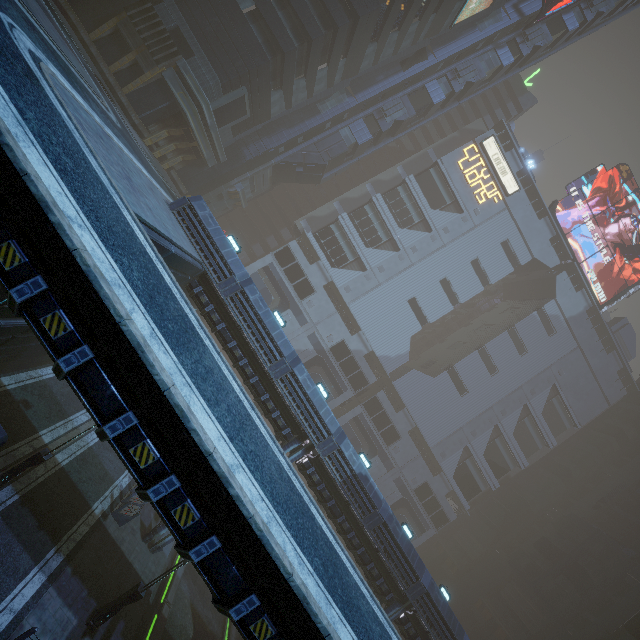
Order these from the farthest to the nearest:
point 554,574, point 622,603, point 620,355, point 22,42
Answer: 1. point 620,355
2. point 554,574
3. point 622,603
4. point 22,42

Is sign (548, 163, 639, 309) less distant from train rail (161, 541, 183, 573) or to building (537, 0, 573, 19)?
building (537, 0, 573, 19)

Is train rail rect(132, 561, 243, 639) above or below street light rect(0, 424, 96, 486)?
below

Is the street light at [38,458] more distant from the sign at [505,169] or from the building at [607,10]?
the sign at [505,169]

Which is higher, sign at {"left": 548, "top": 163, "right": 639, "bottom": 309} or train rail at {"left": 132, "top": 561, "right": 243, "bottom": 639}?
sign at {"left": 548, "top": 163, "right": 639, "bottom": 309}

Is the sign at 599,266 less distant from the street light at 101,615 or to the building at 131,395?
the building at 131,395

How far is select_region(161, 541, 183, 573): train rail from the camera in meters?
21.6

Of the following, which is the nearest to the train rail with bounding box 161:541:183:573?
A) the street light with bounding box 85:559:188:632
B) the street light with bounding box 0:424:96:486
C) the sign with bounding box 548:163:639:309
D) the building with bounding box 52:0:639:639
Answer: the building with bounding box 52:0:639:639
